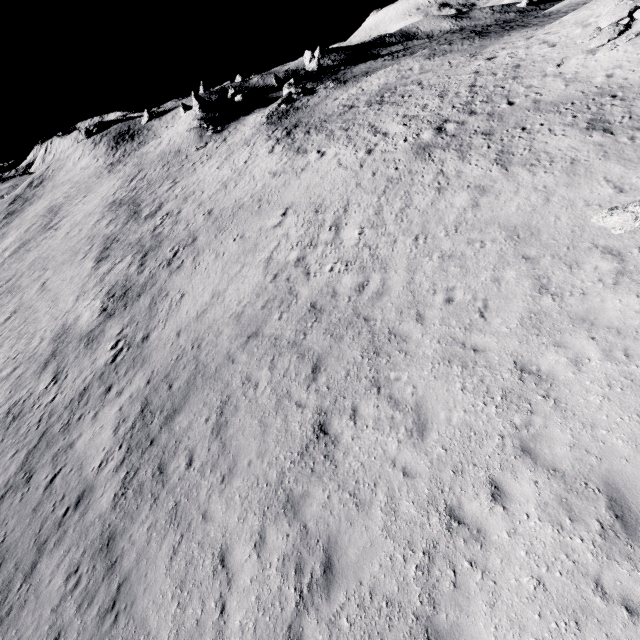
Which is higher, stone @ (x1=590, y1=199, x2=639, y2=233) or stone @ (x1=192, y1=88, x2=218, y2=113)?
stone @ (x1=192, y1=88, x2=218, y2=113)

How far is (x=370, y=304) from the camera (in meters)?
12.84

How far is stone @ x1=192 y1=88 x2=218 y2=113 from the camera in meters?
48.8 m

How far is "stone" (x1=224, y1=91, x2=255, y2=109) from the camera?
53.7m

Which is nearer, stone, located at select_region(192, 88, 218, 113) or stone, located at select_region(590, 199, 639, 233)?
stone, located at select_region(590, 199, 639, 233)

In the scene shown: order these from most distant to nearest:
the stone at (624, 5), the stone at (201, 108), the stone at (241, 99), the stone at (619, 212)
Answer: the stone at (241, 99) → the stone at (201, 108) → the stone at (624, 5) → the stone at (619, 212)

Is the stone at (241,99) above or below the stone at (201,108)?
below

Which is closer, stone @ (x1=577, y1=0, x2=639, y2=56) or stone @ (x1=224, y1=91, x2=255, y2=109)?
stone @ (x1=577, y1=0, x2=639, y2=56)
